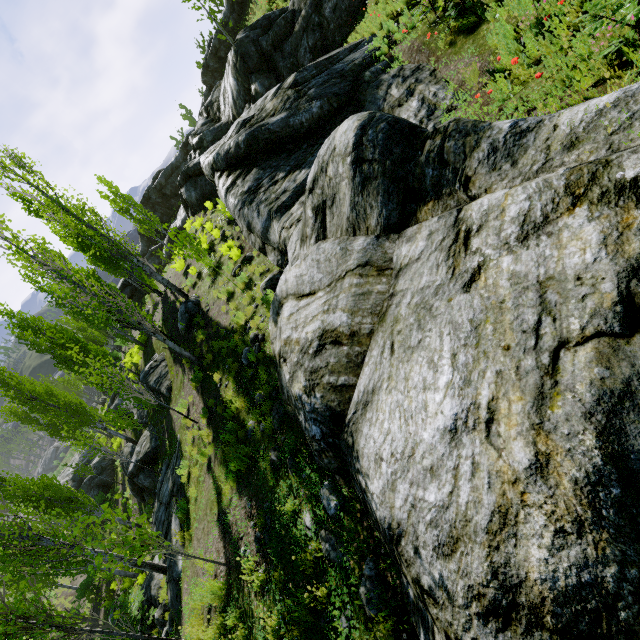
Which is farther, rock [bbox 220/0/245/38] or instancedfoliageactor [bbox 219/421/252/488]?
rock [bbox 220/0/245/38]

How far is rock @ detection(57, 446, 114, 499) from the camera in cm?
3216

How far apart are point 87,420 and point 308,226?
21.67m

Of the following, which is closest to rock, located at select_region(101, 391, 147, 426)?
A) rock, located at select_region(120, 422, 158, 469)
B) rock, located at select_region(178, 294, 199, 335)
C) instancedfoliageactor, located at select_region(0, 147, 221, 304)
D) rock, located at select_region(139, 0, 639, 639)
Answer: instancedfoliageactor, located at select_region(0, 147, 221, 304)

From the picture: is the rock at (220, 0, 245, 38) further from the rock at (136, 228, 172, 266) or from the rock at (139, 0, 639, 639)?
the rock at (139, 0, 639, 639)

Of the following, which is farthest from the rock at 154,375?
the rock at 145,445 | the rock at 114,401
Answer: the rock at 114,401

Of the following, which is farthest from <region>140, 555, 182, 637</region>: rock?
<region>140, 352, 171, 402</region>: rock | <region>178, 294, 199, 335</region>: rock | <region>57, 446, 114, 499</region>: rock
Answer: <region>57, 446, 114, 499</region>: rock

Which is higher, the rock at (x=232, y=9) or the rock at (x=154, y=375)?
the rock at (x=232, y=9)
